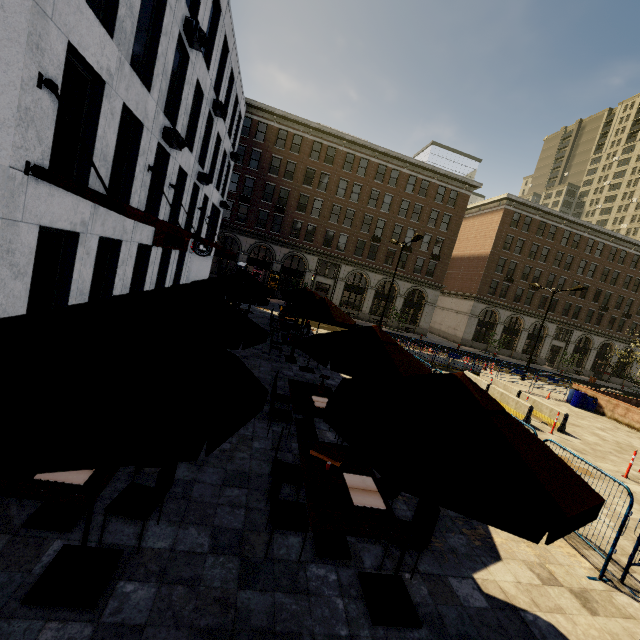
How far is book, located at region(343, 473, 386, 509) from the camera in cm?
429

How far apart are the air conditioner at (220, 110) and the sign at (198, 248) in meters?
7.2

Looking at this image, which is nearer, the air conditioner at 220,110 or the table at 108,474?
the table at 108,474

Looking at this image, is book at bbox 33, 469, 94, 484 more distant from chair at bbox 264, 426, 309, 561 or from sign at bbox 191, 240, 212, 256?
sign at bbox 191, 240, 212, 256

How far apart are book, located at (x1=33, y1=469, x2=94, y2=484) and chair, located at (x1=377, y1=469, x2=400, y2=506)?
3.78m

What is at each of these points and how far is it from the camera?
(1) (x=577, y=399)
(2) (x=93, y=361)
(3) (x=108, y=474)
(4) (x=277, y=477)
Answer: (1) barrel, 20.33m
(2) umbrella, 2.26m
(3) table, 3.62m
(4) chair, 4.17m

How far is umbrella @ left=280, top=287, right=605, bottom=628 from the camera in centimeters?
242cm

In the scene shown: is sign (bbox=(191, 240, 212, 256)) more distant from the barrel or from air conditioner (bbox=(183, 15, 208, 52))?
the barrel
